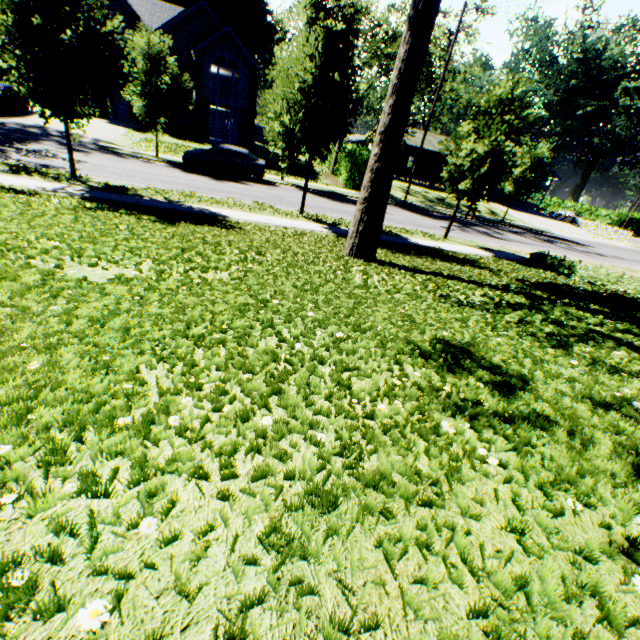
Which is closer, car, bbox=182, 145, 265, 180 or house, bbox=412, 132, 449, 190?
car, bbox=182, 145, 265, 180

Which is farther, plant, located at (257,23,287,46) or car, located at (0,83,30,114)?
plant, located at (257,23,287,46)

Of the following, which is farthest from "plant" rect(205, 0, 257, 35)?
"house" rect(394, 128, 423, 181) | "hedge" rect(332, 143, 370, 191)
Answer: "house" rect(394, 128, 423, 181)

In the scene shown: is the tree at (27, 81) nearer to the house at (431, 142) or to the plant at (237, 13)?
the plant at (237, 13)

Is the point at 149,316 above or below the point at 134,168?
above

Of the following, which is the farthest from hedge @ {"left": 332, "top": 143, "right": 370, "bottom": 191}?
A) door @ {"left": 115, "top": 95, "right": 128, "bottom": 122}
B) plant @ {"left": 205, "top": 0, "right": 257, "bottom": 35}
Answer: door @ {"left": 115, "top": 95, "right": 128, "bottom": 122}

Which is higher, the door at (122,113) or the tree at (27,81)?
the tree at (27,81)

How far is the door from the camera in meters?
31.9
